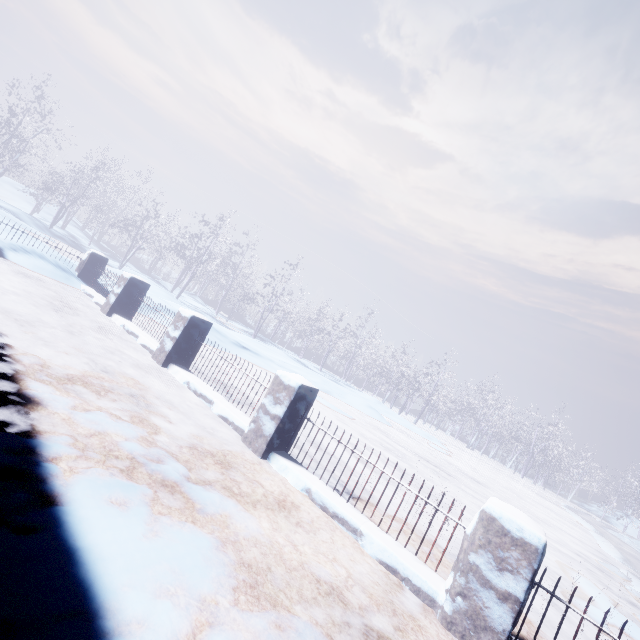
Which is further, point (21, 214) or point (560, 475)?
point (560, 475)
